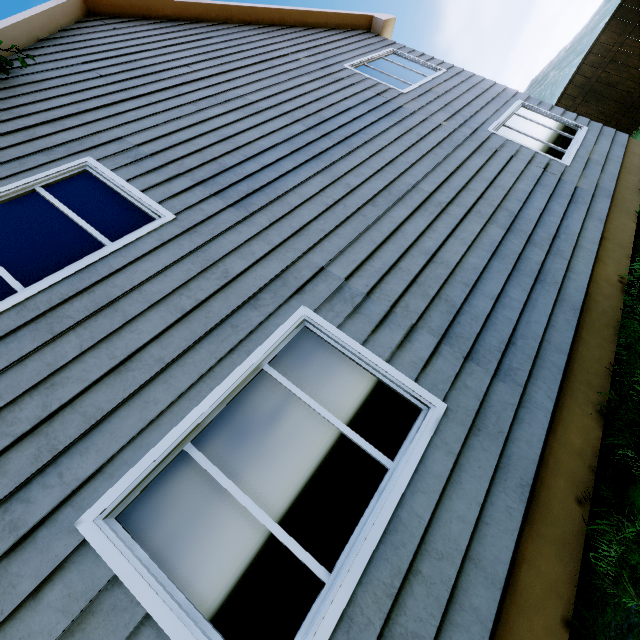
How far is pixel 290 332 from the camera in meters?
2.6
